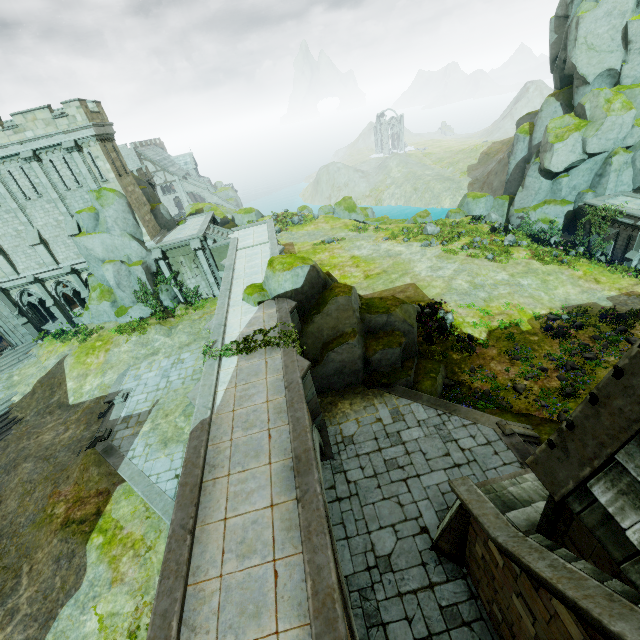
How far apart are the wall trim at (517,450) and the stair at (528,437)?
0.0 meters

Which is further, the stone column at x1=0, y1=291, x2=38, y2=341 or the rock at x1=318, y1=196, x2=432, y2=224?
the rock at x1=318, y1=196, x2=432, y2=224

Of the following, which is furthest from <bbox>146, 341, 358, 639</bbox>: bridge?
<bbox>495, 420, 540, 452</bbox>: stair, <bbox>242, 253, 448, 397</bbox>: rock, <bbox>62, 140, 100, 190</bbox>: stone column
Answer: <bbox>62, 140, 100, 190</bbox>: stone column

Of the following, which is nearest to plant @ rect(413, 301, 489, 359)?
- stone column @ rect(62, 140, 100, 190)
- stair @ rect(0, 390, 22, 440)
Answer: stone column @ rect(62, 140, 100, 190)

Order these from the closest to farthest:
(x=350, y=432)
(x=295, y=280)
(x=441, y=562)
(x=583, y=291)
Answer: (x=441, y=562), (x=350, y=432), (x=295, y=280), (x=583, y=291)

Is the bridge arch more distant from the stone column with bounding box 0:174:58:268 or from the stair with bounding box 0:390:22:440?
the stair with bounding box 0:390:22:440

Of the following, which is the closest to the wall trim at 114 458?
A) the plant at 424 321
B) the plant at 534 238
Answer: the plant at 424 321

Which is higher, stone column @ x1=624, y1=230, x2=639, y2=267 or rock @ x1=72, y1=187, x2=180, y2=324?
rock @ x1=72, y1=187, x2=180, y2=324
